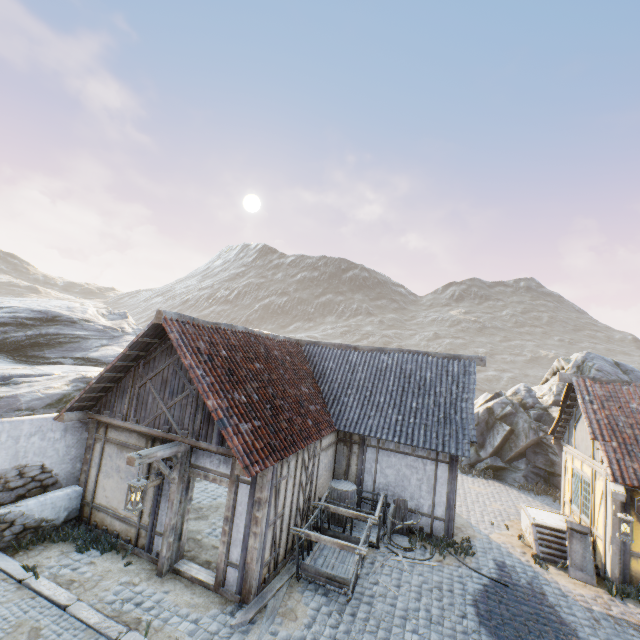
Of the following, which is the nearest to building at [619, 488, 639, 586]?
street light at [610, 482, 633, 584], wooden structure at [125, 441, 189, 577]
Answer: street light at [610, 482, 633, 584]

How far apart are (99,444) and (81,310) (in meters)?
18.61

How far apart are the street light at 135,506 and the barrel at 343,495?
5.9 meters

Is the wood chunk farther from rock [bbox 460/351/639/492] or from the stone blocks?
rock [bbox 460/351/639/492]

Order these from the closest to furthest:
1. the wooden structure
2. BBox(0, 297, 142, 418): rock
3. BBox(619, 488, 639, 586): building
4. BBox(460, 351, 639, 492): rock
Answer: the wooden structure, BBox(619, 488, 639, 586): building, BBox(0, 297, 142, 418): rock, BBox(460, 351, 639, 492): rock

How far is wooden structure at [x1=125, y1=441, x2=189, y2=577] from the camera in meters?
6.6

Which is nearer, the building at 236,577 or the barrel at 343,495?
the building at 236,577

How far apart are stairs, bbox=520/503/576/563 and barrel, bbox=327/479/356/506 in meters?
5.7 m
